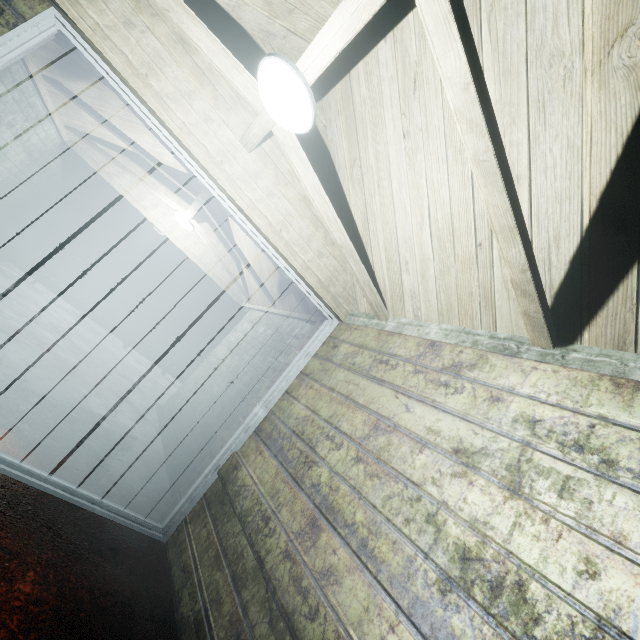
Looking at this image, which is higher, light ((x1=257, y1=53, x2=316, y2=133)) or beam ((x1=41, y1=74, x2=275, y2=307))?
beam ((x1=41, y1=74, x2=275, y2=307))

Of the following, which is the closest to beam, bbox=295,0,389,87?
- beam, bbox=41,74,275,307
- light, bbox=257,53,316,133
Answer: light, bbox=257,53,316,133

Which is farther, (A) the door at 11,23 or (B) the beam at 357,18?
(A) the door at 11,23

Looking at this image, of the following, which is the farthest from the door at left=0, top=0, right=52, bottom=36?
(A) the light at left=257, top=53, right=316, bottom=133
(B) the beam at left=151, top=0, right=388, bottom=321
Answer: (A) the light at left=257, top=53, right=316, bottom=133

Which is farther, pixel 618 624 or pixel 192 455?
pixel 192 455

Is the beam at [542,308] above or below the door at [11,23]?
above

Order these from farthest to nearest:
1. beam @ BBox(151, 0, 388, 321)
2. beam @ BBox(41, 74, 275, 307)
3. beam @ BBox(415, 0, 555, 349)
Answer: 1. beam @ BBox(41, 74, 275, 307)
2. beam @ BBox(151, 0, 388, 321)
3. beam @ BBox(415, 0, 555, 349)

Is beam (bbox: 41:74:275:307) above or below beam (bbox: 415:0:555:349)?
above
